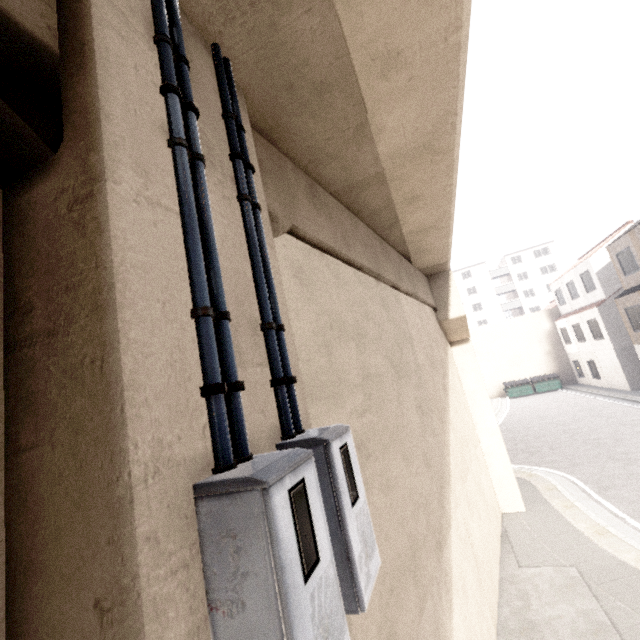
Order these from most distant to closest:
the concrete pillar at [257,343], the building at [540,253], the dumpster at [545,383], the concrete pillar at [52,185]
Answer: the building at [540,253], the dumpster at [545,383], the concrete pillar at [257,343], the concrete pillar at [52,185]

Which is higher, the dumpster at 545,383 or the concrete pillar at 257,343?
the concrete pillar at 257,343

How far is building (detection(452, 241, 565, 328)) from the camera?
52.00m

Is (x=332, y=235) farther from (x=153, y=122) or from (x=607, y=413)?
(x=607, y=413)

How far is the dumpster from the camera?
28.2m

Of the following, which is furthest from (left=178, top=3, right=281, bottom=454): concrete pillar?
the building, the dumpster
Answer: the dumpster

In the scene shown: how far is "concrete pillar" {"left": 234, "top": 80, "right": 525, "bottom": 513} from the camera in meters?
2.4
